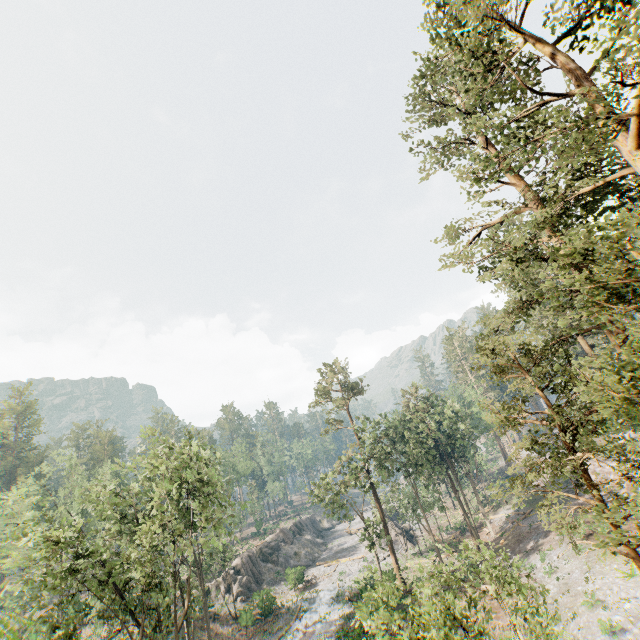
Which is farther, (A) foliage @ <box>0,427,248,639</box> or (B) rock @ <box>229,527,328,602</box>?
(B) rock @ <box>229,527,328,602</box>

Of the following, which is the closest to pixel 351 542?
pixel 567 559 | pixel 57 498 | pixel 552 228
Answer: pixel 567 559

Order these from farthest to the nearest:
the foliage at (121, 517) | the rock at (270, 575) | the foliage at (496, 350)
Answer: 1. the rock at (270, 575)
2. the foliage at (121, 517)
3. the foliage at (496, 350)

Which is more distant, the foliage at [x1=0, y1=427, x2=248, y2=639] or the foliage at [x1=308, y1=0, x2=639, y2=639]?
the foliage at [x1=0, y1=427, x2=248, y2=639]

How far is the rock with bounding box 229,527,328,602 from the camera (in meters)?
42.97

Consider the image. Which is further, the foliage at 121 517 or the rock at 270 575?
the rock at 270 575

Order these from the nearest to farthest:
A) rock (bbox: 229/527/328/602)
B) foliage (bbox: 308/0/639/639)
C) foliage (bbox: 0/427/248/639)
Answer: foliage (bbox: 308/0/639/639) → foliage (bbox: 0/427/248/639) → rock (bbox: 229/527/328/602)
